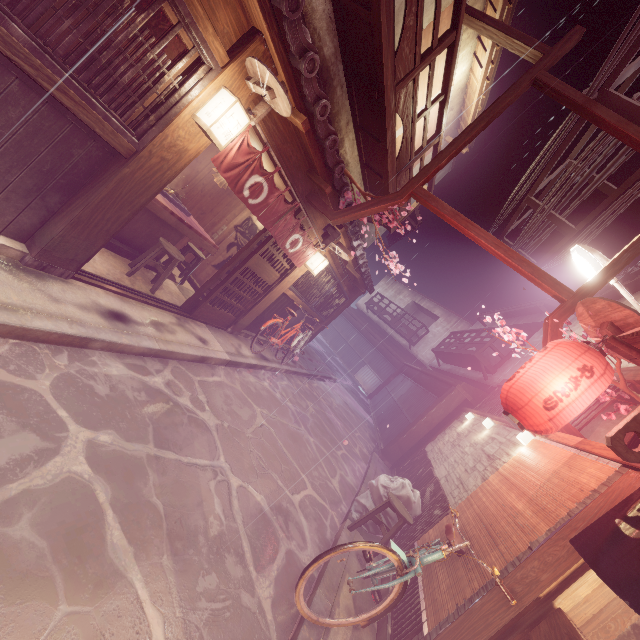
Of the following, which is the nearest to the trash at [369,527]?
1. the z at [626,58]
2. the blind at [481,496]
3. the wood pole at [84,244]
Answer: the blind at [481,496]

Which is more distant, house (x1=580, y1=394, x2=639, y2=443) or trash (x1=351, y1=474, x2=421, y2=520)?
trash (x1=351, y1=474, x2=421, y2=520)

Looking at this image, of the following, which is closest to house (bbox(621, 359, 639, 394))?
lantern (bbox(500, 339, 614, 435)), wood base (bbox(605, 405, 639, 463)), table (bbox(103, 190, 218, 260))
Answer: wood base (bbox(605, 405, 639, 463))

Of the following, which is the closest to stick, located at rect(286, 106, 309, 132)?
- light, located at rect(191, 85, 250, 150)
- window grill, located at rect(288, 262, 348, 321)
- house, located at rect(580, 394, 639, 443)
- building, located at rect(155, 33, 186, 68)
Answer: light, located at rect(191, 85, 250, 150)

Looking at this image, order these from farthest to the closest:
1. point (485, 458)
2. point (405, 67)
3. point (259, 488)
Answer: point (485, 458) → point (405, 67) → point (259, 488)

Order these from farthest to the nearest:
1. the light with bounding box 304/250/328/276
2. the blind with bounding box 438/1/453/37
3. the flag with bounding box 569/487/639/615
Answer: the light with bounding box 304/250/328/276 < the blind with bounding box 438/1/453/37 < the flag with bounding box 569/487/639/615

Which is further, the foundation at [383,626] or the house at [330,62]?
the house at [330,62]

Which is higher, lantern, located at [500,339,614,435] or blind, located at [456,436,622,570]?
lantern, located at [500,339,614,435]
